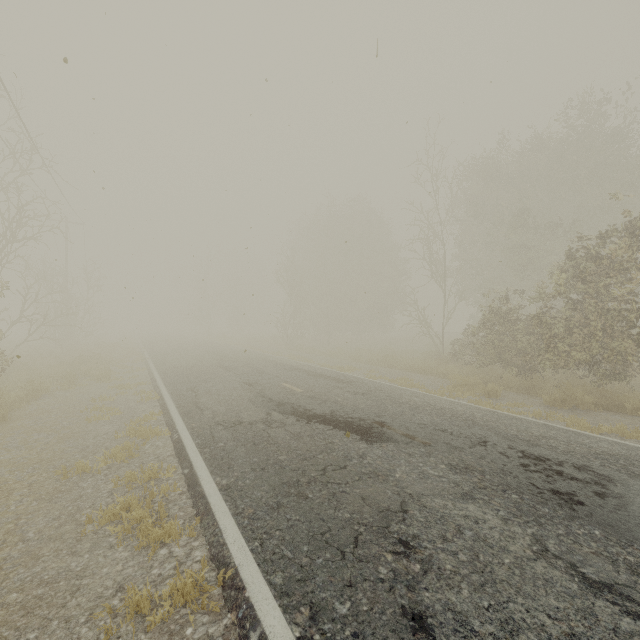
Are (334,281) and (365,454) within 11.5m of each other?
no

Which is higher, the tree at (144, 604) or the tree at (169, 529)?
the tree at (169, 529)

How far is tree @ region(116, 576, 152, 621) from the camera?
2.7 meters

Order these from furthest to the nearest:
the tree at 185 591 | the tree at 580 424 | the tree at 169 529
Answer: the tree at 580 424, the tree at 169 529, the tree at 185 591

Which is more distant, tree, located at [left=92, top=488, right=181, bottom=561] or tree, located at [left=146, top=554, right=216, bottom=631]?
tree, located at [left=92, top=488, right=181, bottom=561]

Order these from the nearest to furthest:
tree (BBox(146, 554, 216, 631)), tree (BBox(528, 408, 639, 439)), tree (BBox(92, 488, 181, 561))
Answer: tree (BBox(146, 554, 216, 631)), tree (BBox(92, 488, 181, 561)), tree (BBox(528, 408, 639, 439))
